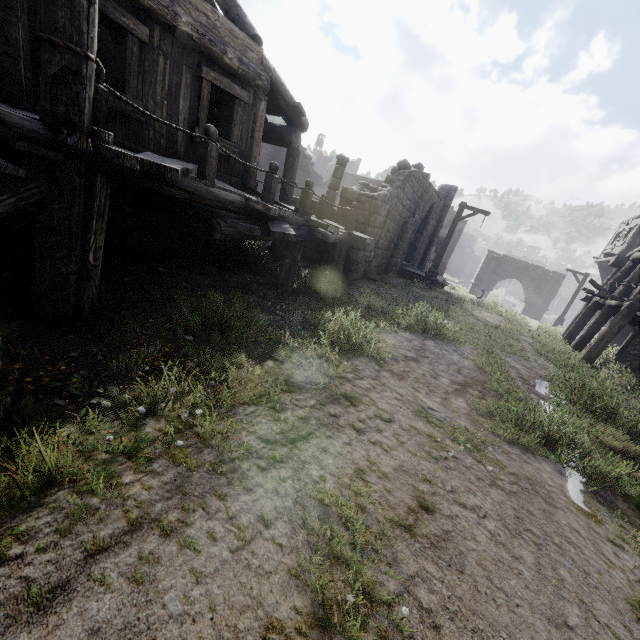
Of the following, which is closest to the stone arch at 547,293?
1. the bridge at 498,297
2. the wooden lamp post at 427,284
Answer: the bridge at 498,297

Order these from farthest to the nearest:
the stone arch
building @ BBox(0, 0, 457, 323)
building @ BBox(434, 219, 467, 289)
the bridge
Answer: the stone arch
the bridge
building @ BBox(434, 219, 467, 289)
building @ BBox(0, 0, 457, 323)

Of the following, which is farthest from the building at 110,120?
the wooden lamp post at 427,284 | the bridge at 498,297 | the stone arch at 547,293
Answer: the bridge at 498,297

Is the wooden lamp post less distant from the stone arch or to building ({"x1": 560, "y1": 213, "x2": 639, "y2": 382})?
building ({"x1": 560, "y1": 213, "x2": 639, "y2": 382})

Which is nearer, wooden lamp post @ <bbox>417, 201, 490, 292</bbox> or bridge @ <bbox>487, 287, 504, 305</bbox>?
wooden lamp post @ <bbox>417, 201, 490, 292</bbox>

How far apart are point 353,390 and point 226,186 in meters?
4.5

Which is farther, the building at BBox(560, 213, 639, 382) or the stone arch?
the stone arch

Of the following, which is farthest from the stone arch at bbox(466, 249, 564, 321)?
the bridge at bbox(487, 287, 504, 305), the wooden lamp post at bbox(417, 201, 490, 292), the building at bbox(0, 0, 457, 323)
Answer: the wooden lamp post at bbox(417, 201, 490, 292)
